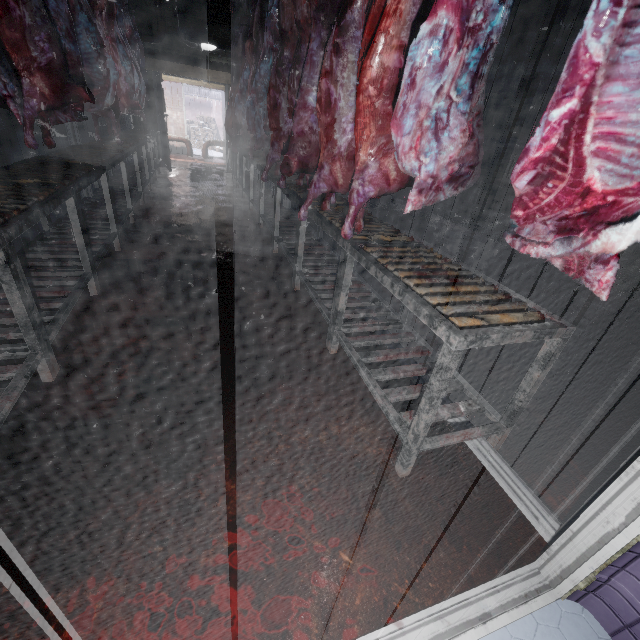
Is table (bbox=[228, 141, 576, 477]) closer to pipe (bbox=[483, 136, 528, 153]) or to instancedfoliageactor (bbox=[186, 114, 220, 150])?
pipe (bbox=[483, 136, 528, 153])

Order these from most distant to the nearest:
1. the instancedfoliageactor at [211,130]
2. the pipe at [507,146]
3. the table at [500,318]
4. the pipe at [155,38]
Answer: the instancedfoliageactor at [211,130], the pipe at [155,38], the pipe at [507,146], the table at [500,318]

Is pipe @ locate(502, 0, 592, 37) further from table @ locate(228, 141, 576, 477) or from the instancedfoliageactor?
the instancedfoliageactor

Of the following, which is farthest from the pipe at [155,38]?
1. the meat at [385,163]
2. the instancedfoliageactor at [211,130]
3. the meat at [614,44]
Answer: the instancedfoliageactor at [211,130]

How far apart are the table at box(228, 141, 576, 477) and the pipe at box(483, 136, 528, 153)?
3.2 meters

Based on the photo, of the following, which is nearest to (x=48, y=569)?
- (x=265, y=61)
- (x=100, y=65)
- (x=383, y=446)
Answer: (x=383, y=446)

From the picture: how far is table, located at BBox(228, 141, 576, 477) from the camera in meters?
1.2

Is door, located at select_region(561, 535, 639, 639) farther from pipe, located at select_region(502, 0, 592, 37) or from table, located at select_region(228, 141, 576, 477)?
pipe, located at select_region(502, 0, 592, 37)
